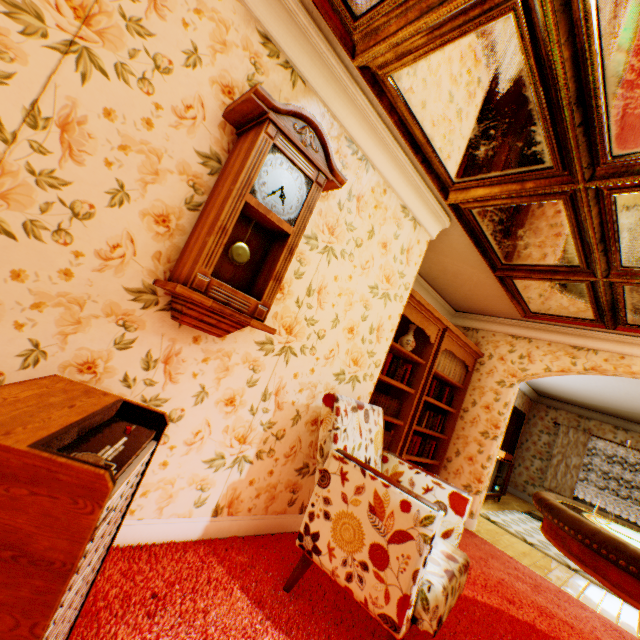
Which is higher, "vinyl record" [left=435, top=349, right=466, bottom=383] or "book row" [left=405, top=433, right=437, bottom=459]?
"vinyl record" [left=435, top=349, right=466, bottom=383]

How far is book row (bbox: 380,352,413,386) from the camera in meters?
3.8

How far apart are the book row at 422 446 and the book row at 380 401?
0.3m

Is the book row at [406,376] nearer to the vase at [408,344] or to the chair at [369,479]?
the vase at [408,344]

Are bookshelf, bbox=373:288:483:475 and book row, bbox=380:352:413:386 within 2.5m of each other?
yes

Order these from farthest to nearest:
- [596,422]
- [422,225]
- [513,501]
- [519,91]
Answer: [596,422], [513,501], [422,225], [519,91]

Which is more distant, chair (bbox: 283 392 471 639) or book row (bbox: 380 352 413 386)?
book row (bbox: 380 352 413 386)

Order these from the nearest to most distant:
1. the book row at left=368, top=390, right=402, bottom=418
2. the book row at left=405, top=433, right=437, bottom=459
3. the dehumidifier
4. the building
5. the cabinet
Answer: the dehumidifier
the building
the book row at left=368, top=390, right=402, bottom=418
the book row at left=405, top=433, right=437, bottom=459
the cabinet
